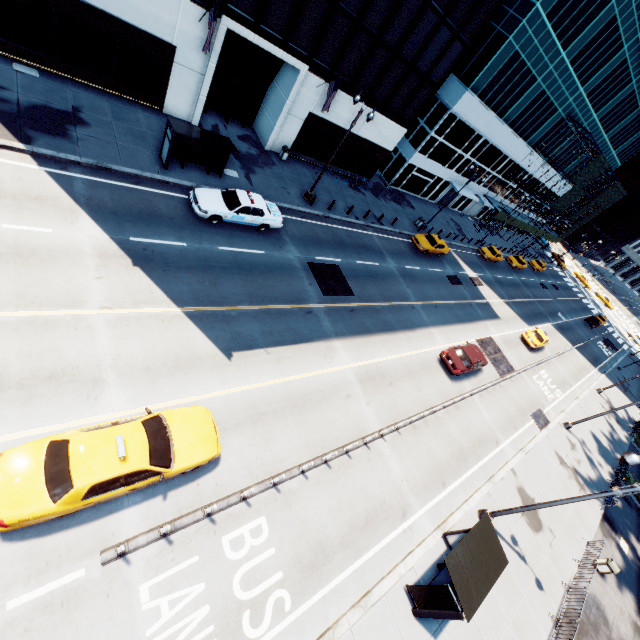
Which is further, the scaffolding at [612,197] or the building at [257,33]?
the scaffolding at [612,197]

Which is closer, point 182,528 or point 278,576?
point 182,528

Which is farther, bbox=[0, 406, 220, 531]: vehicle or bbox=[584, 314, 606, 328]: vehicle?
bbox=[584, 314, 606, 328]: vehicle

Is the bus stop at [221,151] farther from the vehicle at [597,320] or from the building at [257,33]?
the vehicle at [597,320]

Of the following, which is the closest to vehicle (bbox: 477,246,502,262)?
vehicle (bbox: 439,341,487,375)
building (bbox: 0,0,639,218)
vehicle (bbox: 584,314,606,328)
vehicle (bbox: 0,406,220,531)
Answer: building (bbox: 0,0,639,218)

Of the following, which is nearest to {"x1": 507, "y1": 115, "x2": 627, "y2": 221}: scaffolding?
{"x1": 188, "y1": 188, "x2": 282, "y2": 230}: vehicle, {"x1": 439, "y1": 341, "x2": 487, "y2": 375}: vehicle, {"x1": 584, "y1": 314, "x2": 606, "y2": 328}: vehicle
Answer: {"x1": 584, "y1": 314, "x2": 606, "y2": 328}: vehicle

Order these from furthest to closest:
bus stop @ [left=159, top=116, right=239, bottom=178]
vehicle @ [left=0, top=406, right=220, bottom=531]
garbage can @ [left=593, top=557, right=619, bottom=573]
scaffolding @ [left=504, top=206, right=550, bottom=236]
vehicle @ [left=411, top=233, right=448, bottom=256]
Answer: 1. scaffolding @ [left=504, top=206, right=550, bottom=236]
2. vehicle @ [left=411, top=233, right=448, bottom=256]
3. garbage can @ [left=593, top=557, right=619, bottom=573]
4. bus stop @ [left=159, top=116, right=239, bottom=178]
5. vehicle @ [left=0, top=406, right=220, bottom=531]

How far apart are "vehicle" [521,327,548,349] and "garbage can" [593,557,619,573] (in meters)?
17.72
